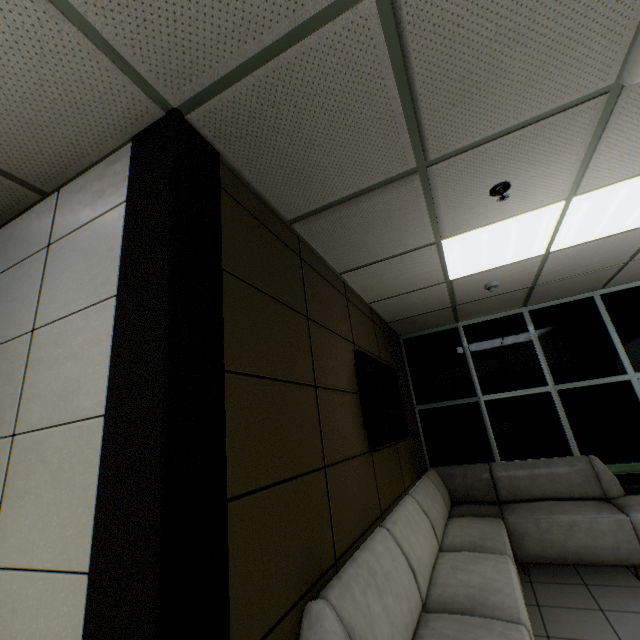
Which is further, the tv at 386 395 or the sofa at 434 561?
the tv at 386 395

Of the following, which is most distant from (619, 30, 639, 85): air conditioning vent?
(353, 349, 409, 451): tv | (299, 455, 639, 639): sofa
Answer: (299, 455, 639, 639): sofa

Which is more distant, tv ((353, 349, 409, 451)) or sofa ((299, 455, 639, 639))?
tv ((353, 349, 409, 451))

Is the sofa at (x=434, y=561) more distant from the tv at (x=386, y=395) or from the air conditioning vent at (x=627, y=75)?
the air conditioning vent at (x=627, y=75)

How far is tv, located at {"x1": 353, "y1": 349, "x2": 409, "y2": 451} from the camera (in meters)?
2.72

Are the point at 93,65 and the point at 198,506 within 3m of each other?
yes

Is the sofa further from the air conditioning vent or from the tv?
the air conditioning vent
